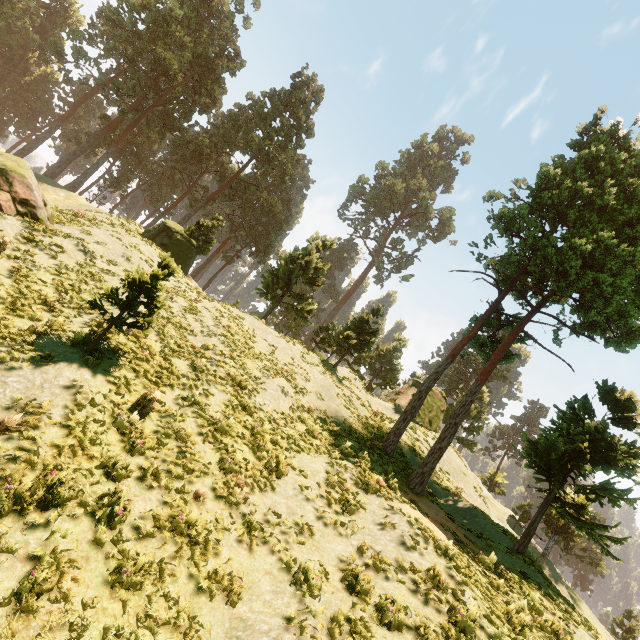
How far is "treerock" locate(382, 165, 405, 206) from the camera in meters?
52.5

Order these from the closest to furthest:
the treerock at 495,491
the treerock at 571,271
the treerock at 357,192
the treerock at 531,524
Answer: the treerock at 531,524 < the treerock at 571,271 < the treerock at 495,491 < the treerock at 357,192

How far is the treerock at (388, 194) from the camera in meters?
52.5

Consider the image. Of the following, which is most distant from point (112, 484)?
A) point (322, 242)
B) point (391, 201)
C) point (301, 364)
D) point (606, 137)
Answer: point (391, 201)

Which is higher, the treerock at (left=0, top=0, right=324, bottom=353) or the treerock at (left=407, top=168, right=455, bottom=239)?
the treerock at (left=407, top=168, right=455, bottom=239)

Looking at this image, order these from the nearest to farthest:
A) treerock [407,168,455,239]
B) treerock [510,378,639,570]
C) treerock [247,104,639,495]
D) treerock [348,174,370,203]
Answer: treerock [510,378,639,570]
treerock [247,104,639,495]
treerock [407,168,455,239]
treerock [348,174,370,203]

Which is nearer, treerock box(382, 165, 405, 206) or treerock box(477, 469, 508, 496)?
treerock box(477, 469, 508, 496)
